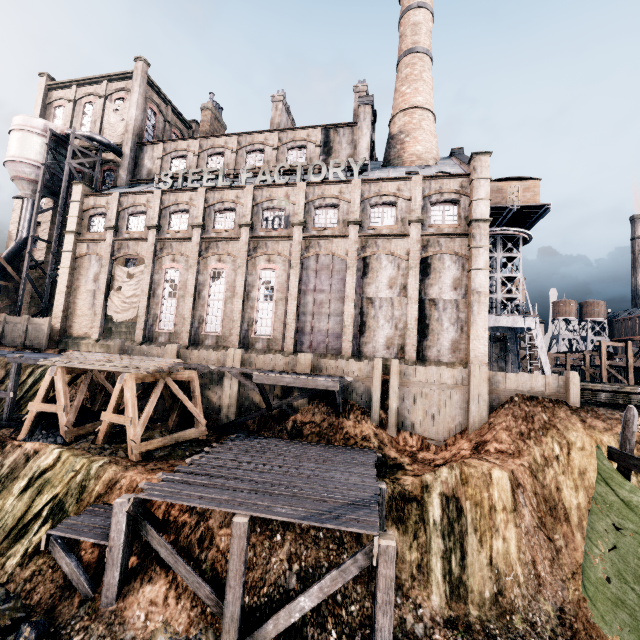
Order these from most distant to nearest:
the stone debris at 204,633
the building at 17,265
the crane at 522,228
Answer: the building at 17,265 < the crane at 522,228 < the stone debris at 204,633

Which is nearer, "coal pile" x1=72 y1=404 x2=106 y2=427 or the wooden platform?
the wooden platform

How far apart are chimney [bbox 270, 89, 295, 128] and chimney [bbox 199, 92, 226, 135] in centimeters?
754cm

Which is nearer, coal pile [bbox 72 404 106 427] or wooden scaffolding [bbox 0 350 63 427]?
coal pile [bbox 72 404 106 427]

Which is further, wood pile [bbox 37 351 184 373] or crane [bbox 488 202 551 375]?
crane [bbox 488 202 551 375]

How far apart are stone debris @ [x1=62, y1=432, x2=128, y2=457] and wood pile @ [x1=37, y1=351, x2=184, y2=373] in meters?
3.5 m

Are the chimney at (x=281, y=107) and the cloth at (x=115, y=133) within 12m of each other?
no

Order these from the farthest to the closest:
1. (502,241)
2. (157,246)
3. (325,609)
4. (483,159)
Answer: (502,241)
(157,246)
(483,159)
(325,609)
